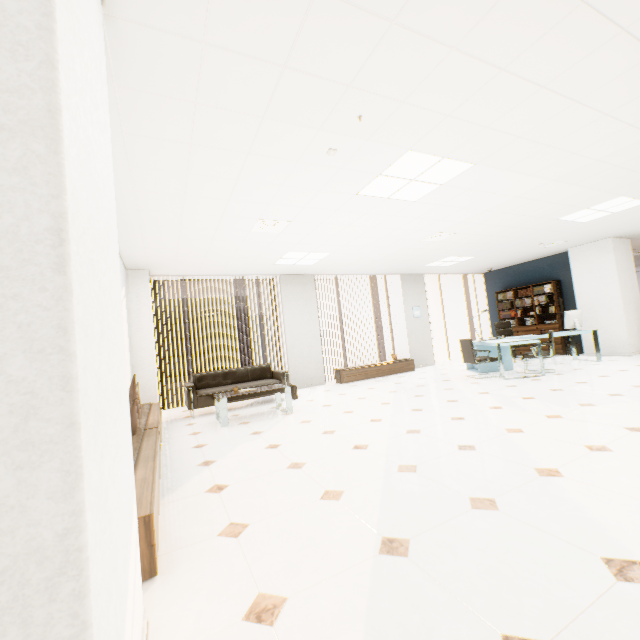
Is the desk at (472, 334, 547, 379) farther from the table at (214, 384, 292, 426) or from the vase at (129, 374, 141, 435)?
the vase at (129, 374, 141, 435)

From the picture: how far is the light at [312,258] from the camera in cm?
659

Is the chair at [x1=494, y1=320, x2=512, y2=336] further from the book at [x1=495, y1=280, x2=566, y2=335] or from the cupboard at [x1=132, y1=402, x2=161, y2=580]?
the cupboard at [x1=132, y1=402, x2=161, y2=580]

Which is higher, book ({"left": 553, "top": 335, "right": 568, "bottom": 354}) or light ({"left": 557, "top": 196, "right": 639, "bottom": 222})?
light ({"left": 557, "top": 196, "right": 639, "bottom": 222})

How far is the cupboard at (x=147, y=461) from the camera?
1.74m

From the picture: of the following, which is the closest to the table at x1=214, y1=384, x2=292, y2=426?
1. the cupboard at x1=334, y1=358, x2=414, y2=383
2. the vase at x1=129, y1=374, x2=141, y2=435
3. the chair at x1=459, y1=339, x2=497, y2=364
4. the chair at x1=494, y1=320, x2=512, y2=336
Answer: the vase at x1=129, y1=374, x2=141, y2=435

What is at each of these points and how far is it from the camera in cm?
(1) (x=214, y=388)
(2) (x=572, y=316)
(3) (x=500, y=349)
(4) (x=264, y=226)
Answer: (1) sofa, 649
(2) monitor, 773
(3) desk, 652
(4) ceiling vent, 486

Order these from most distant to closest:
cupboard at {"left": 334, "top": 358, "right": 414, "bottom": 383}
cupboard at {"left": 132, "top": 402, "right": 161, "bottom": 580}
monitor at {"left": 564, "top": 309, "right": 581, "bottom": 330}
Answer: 1. cupboard at {"left": 334, "top": 358, "right": 414, "bottom": 383}
2. monitor at {"left": 564, "top": 309, "right": 581, "bottom": 330}
3. cupboard at {"left": 132, "top": 402, "right": 161, "bottom": 580}
